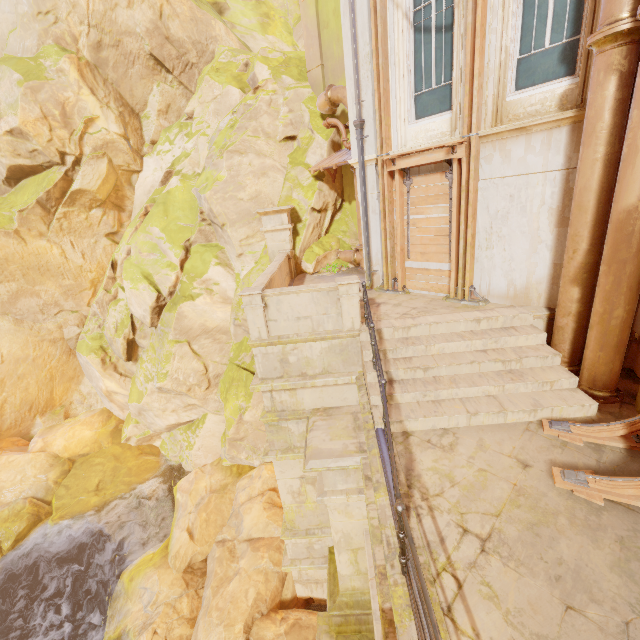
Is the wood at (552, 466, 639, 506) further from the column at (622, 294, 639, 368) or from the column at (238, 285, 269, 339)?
the column at (238, 285, 269, 339)

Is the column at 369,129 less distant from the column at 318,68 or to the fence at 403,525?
the column at 318,68

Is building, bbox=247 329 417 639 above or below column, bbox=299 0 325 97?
below

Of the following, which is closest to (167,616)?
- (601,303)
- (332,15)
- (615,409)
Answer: (615,409)

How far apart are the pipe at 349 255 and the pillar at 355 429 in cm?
818

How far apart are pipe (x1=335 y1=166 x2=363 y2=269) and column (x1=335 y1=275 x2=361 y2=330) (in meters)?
5.88

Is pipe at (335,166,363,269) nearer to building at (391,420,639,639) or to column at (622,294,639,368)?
building at (391,420,639,639)

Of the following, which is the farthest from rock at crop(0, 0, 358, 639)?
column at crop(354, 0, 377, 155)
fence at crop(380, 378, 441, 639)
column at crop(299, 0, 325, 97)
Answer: fence at crop(380, 378, 441, 639)
